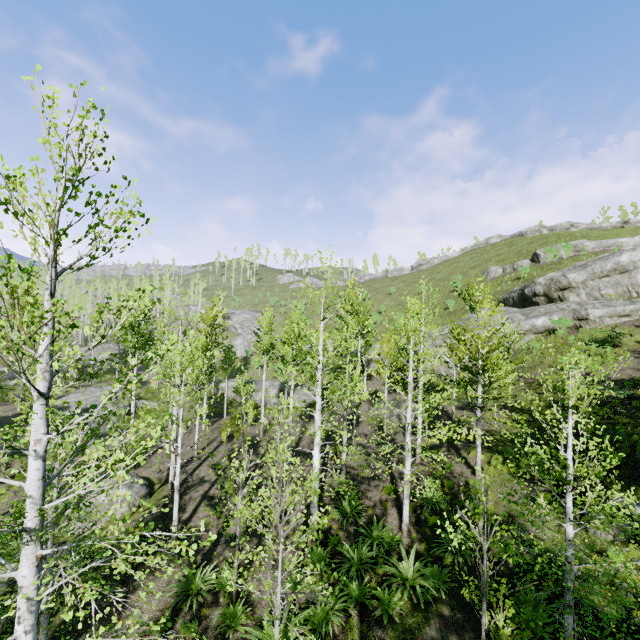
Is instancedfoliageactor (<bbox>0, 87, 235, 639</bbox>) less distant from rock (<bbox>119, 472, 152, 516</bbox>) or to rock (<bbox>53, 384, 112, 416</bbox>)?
rock (<bbox>119, 472, 152, 516</bbox>)

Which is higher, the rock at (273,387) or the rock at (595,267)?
the rock at (595,267)

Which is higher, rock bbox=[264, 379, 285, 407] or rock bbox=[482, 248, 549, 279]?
rock bbox=[482, 248, 549, 279]

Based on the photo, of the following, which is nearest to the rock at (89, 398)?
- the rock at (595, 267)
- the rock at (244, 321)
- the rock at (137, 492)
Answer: the rock at (137, 492)

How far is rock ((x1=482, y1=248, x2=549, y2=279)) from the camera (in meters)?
38.31

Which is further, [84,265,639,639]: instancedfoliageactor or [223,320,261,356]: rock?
[223,320,261,356]: rock

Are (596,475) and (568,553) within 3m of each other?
yes

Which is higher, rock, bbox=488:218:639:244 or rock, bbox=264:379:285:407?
rock, bbox=488:218:639:244
